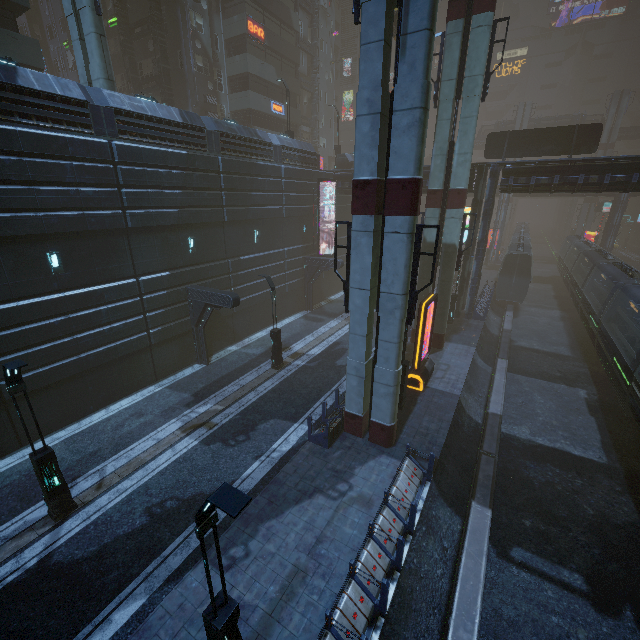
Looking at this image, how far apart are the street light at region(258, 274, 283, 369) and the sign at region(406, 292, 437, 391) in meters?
7.5

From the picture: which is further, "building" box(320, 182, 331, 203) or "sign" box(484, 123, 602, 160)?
"building" box(320, 182, 331, 203)

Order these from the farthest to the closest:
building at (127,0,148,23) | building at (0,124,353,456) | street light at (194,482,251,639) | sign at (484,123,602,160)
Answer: building at (127,0,148,23), sign at (484,123,602,160), building at (0,124,353,456), street light at (194,482,251,639)

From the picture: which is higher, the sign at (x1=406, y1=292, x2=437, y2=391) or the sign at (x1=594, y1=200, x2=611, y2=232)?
the sign at (x1=594, y1=200, x2=611, y2=232)

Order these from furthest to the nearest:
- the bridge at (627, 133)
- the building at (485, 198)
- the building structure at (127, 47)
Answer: the bridge at (627, 133) → the building structure at (127, 47) → the building at (485, 198)

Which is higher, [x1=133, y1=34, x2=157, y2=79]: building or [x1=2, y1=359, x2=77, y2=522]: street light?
[x1=133, y1=34, x2=157, y2=79]: building

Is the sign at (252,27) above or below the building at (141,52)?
above

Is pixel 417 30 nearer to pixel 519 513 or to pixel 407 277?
pixel 407 277
